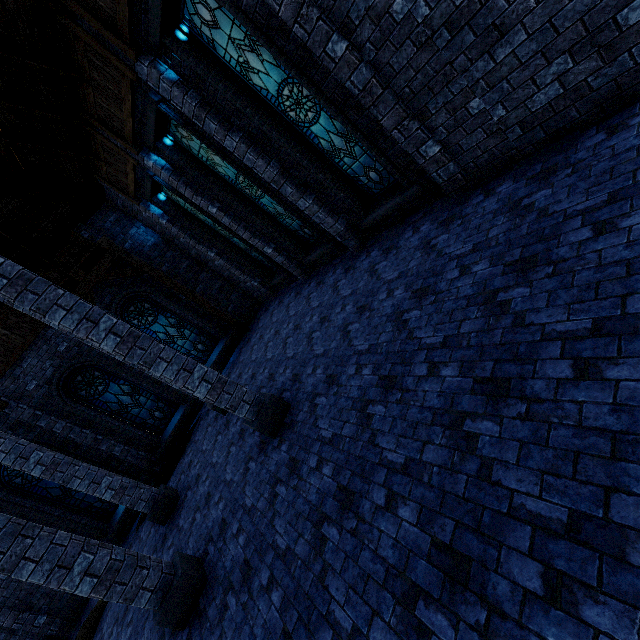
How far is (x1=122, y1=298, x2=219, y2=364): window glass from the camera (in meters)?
12.41

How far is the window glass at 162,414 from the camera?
11.31m

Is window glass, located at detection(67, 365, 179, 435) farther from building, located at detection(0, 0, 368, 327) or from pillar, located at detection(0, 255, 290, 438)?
pillar, located at detection(0, 255, 290, 438)

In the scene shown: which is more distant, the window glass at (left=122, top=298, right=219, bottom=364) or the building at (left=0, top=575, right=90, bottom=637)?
the window glass at (left=122, top=298, right=219, bottom=364)

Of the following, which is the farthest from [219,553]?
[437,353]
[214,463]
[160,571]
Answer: [437,353]

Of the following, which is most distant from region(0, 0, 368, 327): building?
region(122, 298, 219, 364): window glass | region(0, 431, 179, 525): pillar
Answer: region(122, 298, 219, 364): window glass

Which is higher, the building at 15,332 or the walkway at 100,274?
the building at 15,332

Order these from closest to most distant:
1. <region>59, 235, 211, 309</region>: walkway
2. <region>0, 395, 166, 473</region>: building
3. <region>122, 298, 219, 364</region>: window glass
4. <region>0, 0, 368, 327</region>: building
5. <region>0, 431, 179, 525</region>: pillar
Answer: <region>0, 0, 368, 327</region>: building → <region>0, 431, 179, 525</region>: pillar → <region>0, 395, 166, 473</region>: building → <region>59, 235, 211, 309</region>: walkway → <region>122, 298, 219, 364</region>: window glass
